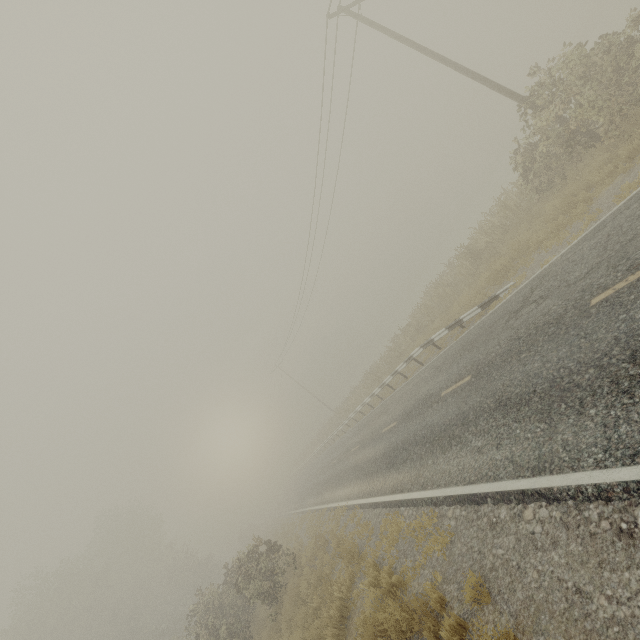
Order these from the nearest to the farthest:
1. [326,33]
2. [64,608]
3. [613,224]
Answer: [613,224]
[326,33]
[64,608]

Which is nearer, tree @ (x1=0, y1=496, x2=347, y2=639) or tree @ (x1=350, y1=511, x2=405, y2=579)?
tree @ (x1=350, y1=511, x2=405, y2=579)

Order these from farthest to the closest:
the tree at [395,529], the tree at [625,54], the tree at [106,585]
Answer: the tree at [106,585] → the tree at [625,54] → the tree at [395,529]

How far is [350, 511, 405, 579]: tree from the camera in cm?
800

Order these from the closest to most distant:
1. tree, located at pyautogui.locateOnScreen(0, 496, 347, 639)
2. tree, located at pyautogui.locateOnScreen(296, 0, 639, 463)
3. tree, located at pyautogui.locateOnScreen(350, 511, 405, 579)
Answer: tree, located at pyautogui.locateOnScreen(350, 511, 405, 579)
tree, located at pyautogui.locateOnScreen(296, 0, 639, 463)
tree, located at pyautogui.locateOnScreen(0, 496, 347, 639)

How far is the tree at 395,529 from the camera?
8.00m
